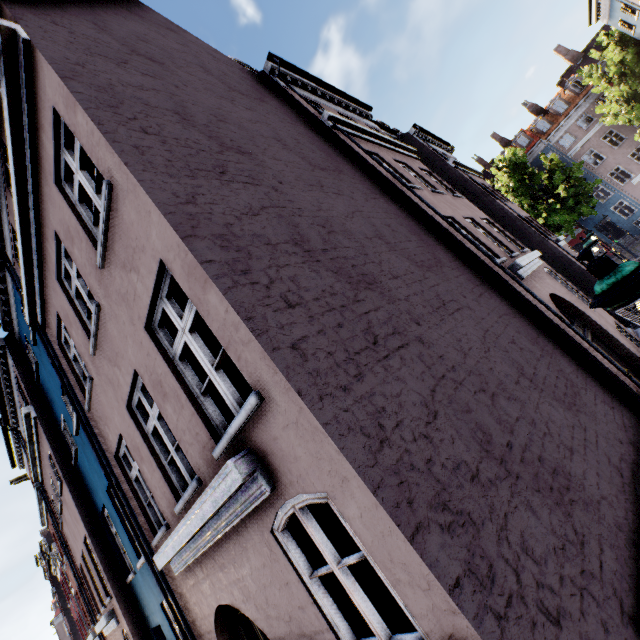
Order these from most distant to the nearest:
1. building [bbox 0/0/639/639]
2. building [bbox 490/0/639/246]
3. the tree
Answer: the tree → building [bbox 490/0/639/246] → building [bbox 0/0/639/639]

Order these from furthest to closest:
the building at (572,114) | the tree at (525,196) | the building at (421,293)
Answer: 1. the tree at (525,196)
2. the building at (572,114)
3. the building at (421,293)

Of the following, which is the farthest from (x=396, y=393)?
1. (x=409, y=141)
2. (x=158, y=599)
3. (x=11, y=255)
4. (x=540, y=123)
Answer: (x=540, y=123)

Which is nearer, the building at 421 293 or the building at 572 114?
the building at 421 293

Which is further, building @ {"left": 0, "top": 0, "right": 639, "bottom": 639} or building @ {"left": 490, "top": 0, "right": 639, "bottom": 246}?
building @ {"left": 490, "top": 0, "right": 639, "bottom": 246}

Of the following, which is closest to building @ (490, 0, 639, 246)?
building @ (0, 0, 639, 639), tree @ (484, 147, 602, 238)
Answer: tree @ (484, 147, 602, 238)

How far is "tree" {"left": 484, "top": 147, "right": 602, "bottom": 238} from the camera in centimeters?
2502cm

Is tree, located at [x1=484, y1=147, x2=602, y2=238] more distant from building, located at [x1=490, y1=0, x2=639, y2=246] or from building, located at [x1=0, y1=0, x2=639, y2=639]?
building, located at [x1=490, y1=0, x2=639, y2=246]
